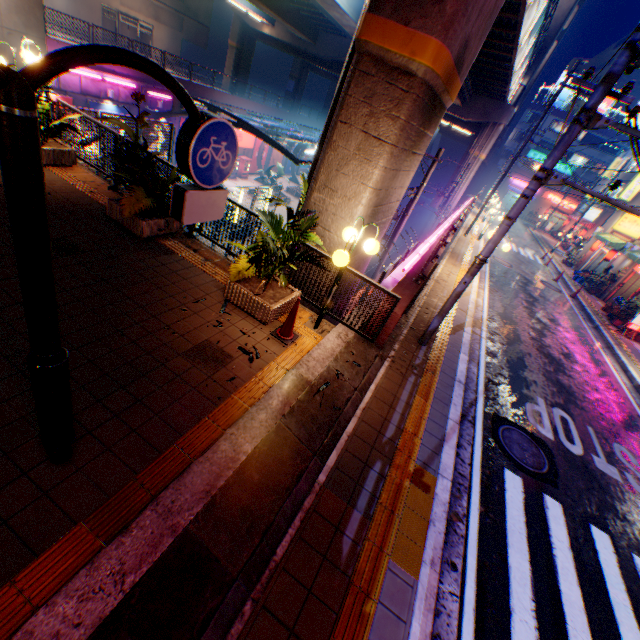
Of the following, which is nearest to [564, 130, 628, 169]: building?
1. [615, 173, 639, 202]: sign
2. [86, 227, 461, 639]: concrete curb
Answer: [86, 227, 461, 639]: concrete curb

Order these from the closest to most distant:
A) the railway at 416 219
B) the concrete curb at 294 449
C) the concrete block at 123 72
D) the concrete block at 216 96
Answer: the concrete curb at 294 449, the concrete block at 123 72, the concrete block at 216 96, the railway at 416 219

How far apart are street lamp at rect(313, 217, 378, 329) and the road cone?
0.6 meters

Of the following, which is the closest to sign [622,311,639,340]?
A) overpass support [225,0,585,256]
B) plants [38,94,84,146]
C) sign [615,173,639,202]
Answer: overpass support [225,0,585,256]

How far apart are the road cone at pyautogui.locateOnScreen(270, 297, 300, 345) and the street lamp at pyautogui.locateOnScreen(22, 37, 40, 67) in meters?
8.4

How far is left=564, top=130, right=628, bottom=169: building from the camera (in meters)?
49.84

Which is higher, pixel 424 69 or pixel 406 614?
pixel 424 69

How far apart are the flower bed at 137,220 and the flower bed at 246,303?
2.20m
